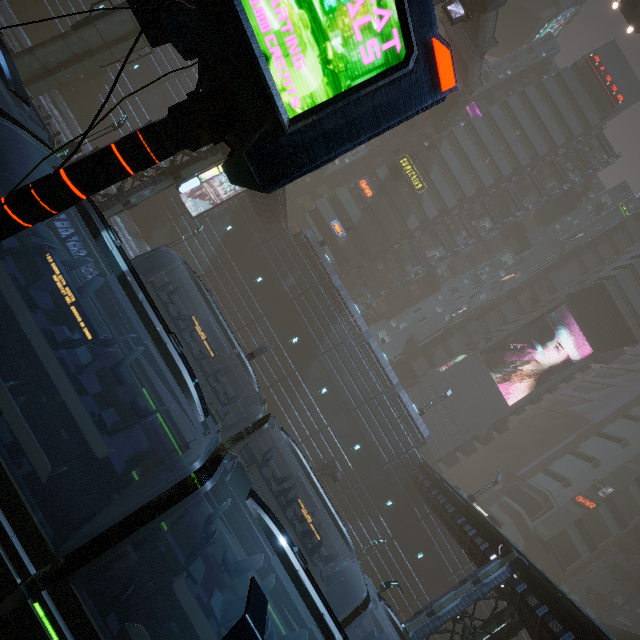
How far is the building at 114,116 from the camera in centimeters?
2983cm

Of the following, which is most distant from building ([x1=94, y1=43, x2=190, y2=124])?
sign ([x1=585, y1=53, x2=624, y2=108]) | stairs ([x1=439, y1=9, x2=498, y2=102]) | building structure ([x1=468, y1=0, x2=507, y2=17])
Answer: building structure ([x1=468, y1=0, x2=507, y2=17])

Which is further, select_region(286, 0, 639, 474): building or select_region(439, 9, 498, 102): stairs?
select_region(286, 0, 639, 474): building

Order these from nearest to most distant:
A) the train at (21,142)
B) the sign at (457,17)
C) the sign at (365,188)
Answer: the train at (21,142) < the sign at (457,17) < the sign at (365,188)

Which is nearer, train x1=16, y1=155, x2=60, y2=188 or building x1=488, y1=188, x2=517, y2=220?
train x1=16, y1=155, x2=60, y2=188

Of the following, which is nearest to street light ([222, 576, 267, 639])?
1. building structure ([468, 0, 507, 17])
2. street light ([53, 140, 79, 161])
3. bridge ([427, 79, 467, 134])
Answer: street light ([53, 140, 79, 161])

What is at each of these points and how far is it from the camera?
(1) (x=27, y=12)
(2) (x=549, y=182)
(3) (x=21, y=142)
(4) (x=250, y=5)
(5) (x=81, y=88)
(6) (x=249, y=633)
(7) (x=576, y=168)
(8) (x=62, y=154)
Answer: (1) building, 30.0m
(2) building, 46.6m
(3) train, 6.9m
(4) sign, 1.7m
(5) building, 30.0m
(6) street light, 3.3m
(7) building, 46.9m
(8) street light, 17.6m

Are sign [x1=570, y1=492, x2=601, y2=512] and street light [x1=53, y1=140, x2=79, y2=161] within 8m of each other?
no
